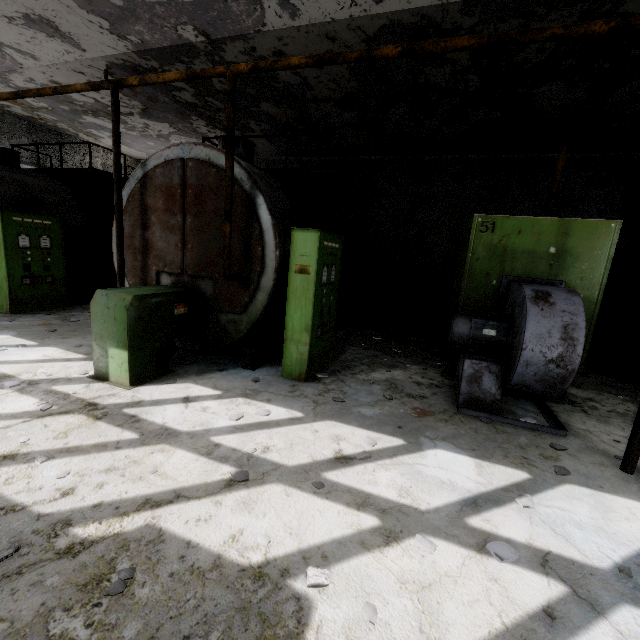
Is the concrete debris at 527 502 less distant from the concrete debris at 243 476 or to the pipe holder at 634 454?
the pipe holder at 634 454

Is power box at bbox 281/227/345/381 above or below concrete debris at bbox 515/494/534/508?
above

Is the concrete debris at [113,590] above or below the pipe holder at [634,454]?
below

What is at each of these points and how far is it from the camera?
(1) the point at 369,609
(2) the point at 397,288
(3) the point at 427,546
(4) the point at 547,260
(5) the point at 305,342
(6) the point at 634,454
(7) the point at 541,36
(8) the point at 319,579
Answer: (1) concrete debris, 1.94m
(2) pipe, 14.37m
(3) concrete debris, 2.40m
(4) boiler box, 5.17m
(5) power box, 5.20m
(6) pipe holder, 3.54m
(7) pipe, 3.26m
(8) concrete debris, 2.08m

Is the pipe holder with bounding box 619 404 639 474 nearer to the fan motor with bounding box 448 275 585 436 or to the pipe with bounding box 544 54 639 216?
the fan motor with bounding box 448 275 585 436

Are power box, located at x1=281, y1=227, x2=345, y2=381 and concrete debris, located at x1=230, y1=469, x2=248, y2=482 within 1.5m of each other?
no

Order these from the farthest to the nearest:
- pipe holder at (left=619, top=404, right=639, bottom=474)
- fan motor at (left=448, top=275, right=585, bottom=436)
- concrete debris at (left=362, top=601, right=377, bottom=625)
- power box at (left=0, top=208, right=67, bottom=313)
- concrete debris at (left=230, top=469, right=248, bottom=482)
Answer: power box at (left=0, top=208, right=67, bottom=313), fan motor at (left=448, top=275, right=585, bottom=436), pipe holder at (left=619, top=404, right=639, bottom=474), concrete debris at (left=230, top=469, right=248, bottom=482), concrete debris at (left=362, top=601, right=377, bottom=625)

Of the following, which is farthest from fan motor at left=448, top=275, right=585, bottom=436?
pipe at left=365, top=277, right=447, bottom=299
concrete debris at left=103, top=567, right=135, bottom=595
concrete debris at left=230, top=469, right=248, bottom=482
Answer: pipe at left=365, top=277, right=447, bottom=299
